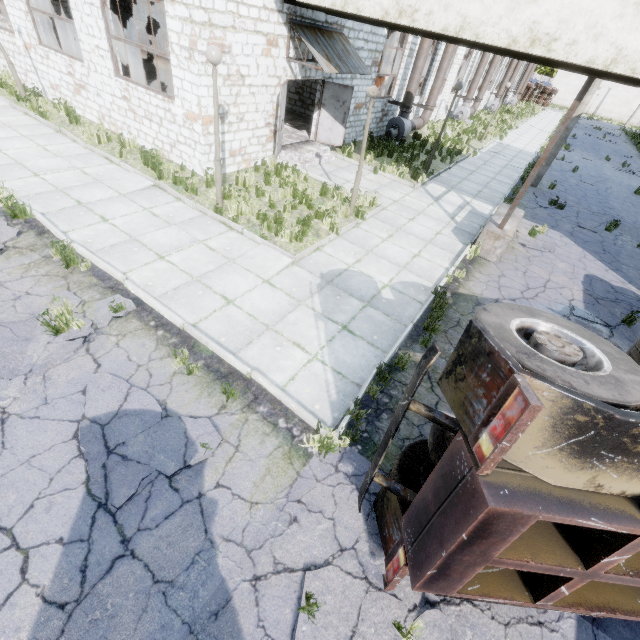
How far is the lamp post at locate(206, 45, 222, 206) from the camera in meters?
6.5 m

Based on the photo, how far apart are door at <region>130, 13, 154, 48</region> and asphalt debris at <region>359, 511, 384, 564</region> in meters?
27.5

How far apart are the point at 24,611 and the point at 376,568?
3.3m

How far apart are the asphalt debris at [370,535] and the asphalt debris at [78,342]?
4.3 meters

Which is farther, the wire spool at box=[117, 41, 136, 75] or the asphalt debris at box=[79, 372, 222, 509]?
the wire spool at box=[117, 41, 136, 75]

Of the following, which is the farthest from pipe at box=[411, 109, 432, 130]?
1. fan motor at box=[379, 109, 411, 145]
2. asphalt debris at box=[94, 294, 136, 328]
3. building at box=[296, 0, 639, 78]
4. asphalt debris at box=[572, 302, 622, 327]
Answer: asphalt debris at box=[94, 294, 136, 328]

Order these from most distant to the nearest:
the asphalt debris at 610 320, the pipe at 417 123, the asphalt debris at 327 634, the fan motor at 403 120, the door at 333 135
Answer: the pipe at 417 123 < the fan motor at 403 120 < the door at 333 135 < the asphalt debris at 610 320 < the asphalt debris at 327 634

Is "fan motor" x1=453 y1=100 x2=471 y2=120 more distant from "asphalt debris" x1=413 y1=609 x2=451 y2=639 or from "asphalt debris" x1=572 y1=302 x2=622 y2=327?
"asphalt debris" x1=413 y1=609 x2=451 y2=639
